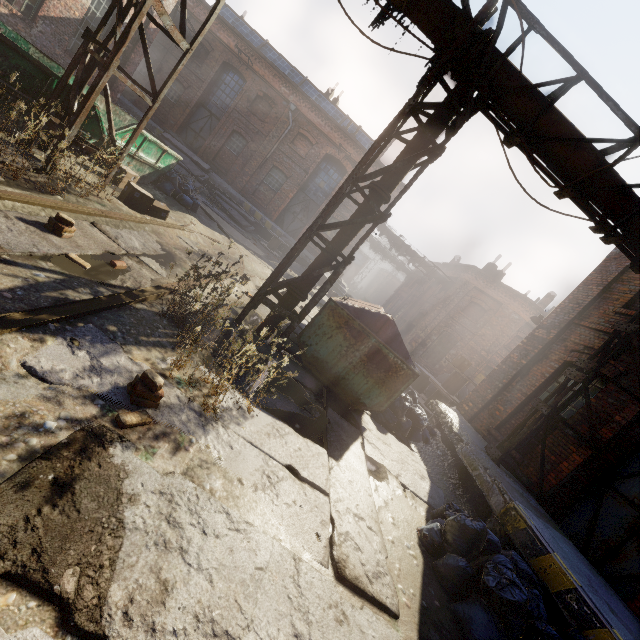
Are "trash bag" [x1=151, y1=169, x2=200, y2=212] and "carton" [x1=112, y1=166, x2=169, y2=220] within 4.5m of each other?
yes

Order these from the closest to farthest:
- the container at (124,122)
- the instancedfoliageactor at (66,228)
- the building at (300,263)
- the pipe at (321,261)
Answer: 1. the instancedfoliageactor at (66,228)
2. the pipe at (321,261)
3. the container at (124,122)
4. the building at (300,263)

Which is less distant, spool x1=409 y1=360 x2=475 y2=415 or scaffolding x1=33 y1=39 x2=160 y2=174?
scaffolding x1=33 y1=39 x2=160 y2=174

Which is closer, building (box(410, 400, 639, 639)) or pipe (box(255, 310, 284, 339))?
building (box(410, 400, 639, 639))

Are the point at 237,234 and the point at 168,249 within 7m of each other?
no

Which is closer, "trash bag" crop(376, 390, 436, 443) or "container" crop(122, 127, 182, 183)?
"trash bag" crop(376, 390, 436, 443)

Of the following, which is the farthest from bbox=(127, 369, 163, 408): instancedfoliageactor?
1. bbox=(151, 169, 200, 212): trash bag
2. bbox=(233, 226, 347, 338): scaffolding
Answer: bbox=(151, 169, 200, 212): trash bag

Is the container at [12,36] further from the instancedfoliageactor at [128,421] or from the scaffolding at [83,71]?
the instancedfoliageactor at [128,421]
